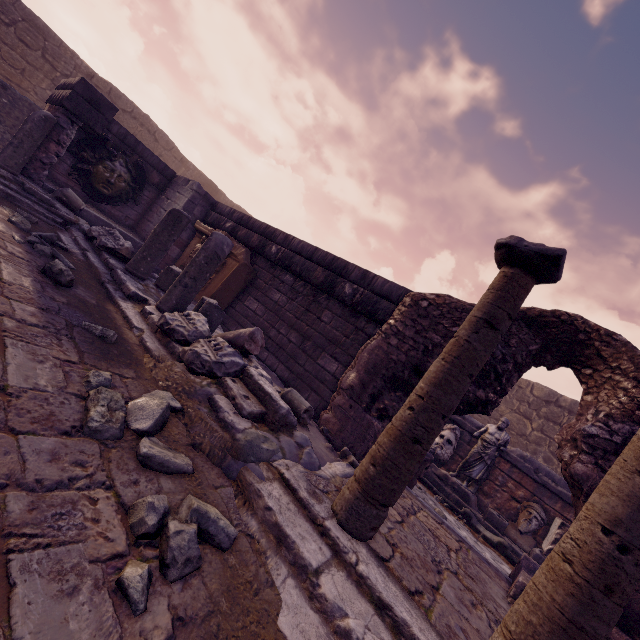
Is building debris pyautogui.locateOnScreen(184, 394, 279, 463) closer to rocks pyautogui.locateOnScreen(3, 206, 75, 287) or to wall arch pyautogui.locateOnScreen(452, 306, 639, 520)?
wall arch pyautogui.locateOnScreen(452, 306, 639, 520)

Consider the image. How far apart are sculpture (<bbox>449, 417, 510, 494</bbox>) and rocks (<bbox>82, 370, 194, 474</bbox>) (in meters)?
7.36

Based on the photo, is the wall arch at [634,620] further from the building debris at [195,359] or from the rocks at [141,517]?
the rocks at [141,517]

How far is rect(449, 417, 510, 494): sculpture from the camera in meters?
7.7

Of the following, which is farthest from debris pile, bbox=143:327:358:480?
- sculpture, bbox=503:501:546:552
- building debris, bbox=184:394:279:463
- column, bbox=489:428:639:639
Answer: sculpture, bbox=503:501:546:552

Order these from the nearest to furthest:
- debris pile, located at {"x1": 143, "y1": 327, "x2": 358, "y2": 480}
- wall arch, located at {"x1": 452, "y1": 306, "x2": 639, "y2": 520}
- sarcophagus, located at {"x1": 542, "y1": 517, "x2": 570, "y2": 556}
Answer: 1. debris pile, located at {"x1": 143, "y1": 327, "x2": 358, "y2": 480}
2. wall arch, located at {"x1": 452, "y1": 306, "x2": 639, "y2": 520}
3. sarcophagus, located at {"x1": 542, "y1": 517, "x2": 570, "y2": 556}

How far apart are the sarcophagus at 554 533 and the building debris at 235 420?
7.17m

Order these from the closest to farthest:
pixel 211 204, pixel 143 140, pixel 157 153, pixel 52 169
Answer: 1. pixel 52 169
2. pixel 211 204
3. pixel 143 140
4. pixel 157 153
